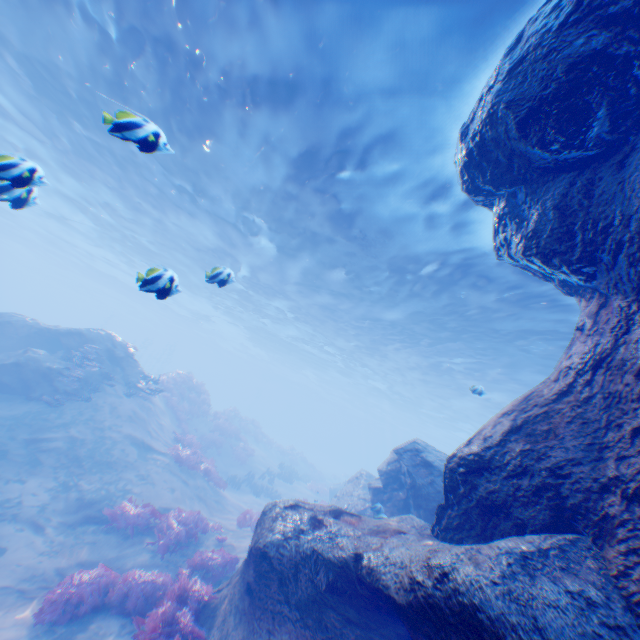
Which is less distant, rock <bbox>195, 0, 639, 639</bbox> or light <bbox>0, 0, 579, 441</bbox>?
rock <bbox>195, 0, 639, 639</bbox>

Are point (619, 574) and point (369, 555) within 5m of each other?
yes

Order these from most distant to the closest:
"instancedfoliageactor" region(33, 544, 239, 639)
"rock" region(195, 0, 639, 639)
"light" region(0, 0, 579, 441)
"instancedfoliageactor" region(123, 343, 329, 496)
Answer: "instancedfoliageactor" region(123, 343, 329, 496) → "light" region(0, 0, 579, 441) → "instancedfoliageactor" region(33, 544, 239, 639) → "rock" region(195, 0, 639, 639)

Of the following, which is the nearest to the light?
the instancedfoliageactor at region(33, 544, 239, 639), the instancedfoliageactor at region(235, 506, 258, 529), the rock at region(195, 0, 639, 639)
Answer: the rock at region(195, 0, 639, 639)

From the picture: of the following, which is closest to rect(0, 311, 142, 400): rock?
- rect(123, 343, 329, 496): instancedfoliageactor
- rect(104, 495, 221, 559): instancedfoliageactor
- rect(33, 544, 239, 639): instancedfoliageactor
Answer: rect(33, 544, 239, 639): instancedfoliageactor

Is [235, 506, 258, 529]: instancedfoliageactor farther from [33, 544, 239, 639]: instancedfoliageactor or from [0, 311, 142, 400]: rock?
[33, 544, 239, 639]: instancedfoliageactor

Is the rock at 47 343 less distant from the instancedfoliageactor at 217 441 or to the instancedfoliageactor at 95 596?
the instancedfoliageactor at 95 596

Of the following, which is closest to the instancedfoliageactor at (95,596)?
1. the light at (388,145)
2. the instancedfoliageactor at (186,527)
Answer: the instancedfoliageactor at (186,527)
